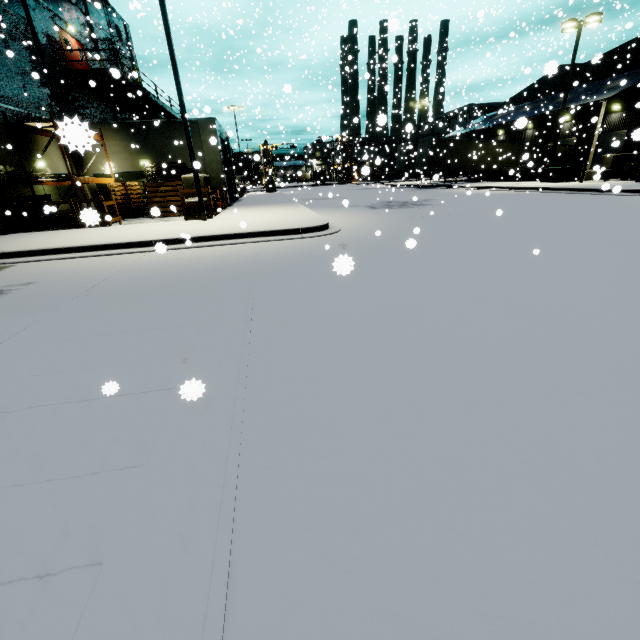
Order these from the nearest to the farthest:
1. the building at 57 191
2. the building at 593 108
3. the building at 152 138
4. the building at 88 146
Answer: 1. the building at 88 146
2. the building at 152 138
3. the building at 57 191
4. the building at 593 108

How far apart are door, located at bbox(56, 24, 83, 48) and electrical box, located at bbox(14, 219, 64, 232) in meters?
11.1

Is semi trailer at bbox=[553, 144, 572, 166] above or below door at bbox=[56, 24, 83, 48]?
below

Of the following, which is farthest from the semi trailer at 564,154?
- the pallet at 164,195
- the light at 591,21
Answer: the pallet at 164,195

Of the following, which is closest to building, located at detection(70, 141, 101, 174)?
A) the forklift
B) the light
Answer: the forklift

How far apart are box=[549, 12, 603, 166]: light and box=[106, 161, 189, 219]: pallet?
26.19m

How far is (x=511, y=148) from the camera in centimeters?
3147cm

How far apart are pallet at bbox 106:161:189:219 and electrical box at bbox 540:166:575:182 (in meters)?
25.30
